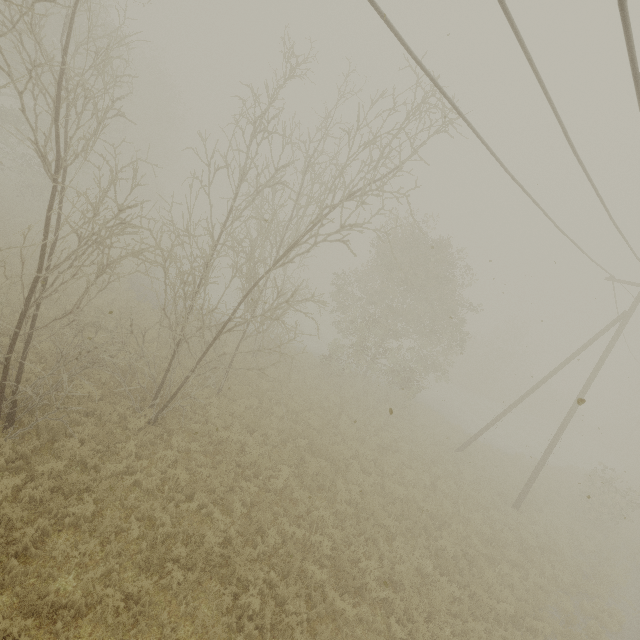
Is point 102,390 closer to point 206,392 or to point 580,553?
point 206,392
